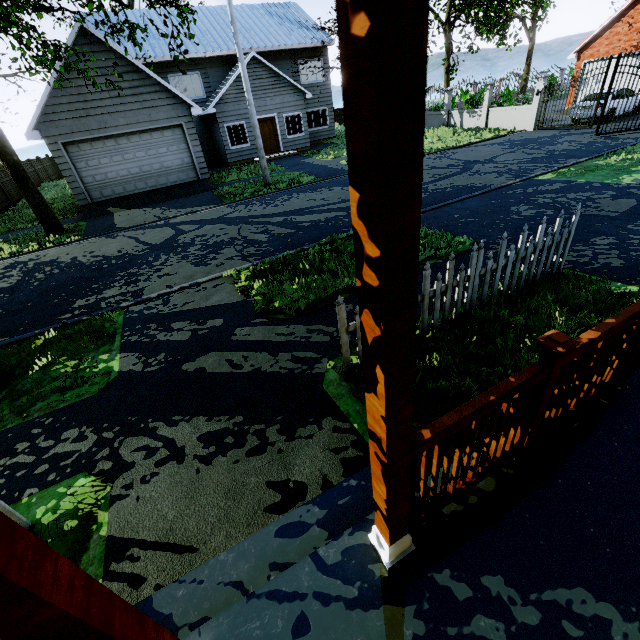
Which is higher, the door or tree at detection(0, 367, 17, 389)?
the door

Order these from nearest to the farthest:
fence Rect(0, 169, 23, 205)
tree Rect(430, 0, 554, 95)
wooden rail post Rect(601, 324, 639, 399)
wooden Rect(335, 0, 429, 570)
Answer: wooden Rect(335, 0, 429, 570) < wooden rail post Rect(601, 324, 639, 399) < tree Rect(430, 0, 554, 95) < fence Rect(0, 169, 23, 205)

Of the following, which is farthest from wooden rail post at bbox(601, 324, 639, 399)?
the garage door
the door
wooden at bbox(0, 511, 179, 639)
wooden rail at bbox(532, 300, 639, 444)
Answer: the door

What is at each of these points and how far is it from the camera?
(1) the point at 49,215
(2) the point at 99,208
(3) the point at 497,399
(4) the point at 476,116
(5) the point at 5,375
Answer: (1) tree, 11.90m
(2) garage entrance, 14.29m
(3) wooden rail, 1.62m
(4) fence, 21.20m
(5) tree, 4.77m

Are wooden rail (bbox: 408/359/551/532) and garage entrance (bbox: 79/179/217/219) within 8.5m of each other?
no

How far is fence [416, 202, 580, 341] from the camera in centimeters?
389cm

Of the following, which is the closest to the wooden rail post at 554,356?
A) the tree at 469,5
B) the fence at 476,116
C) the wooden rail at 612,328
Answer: the wooden rail at 612,328

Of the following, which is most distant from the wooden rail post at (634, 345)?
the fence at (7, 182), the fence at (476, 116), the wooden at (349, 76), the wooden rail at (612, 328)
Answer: the fence at (476, 116)
